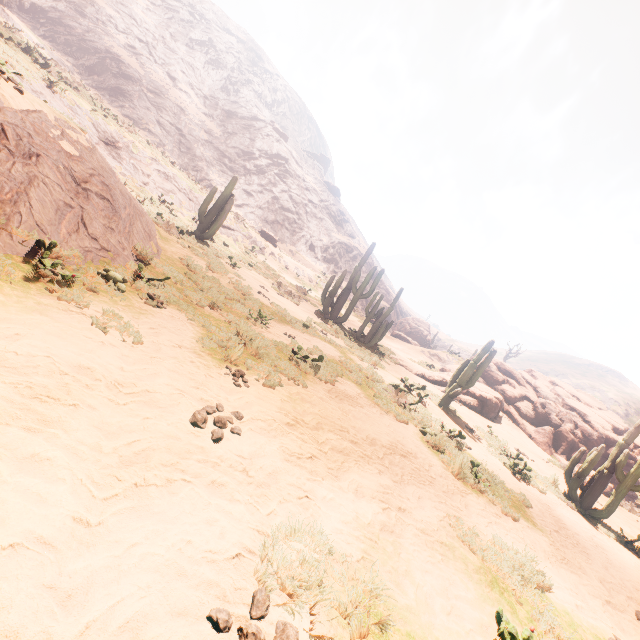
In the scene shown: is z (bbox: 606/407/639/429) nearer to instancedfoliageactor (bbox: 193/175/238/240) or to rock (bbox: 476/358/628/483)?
rock (bbox: 476/358/628/483)

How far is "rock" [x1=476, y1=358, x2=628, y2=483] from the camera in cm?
1945

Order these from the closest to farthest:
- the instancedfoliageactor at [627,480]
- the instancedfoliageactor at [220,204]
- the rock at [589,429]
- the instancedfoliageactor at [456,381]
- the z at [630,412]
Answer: the instancedfoliageactor at [627,480], the instancedfoliageactor at [456,381], the instancedfoliageactor at [220,204], the rock at [589,429], the z at [630,412]

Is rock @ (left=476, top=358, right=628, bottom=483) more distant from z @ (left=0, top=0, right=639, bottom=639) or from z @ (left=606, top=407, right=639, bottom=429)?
z @ (left=606, top=407, right=639, bottom=429)

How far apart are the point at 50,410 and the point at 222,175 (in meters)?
50.04

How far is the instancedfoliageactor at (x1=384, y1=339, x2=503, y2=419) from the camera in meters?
→ 13.2 m

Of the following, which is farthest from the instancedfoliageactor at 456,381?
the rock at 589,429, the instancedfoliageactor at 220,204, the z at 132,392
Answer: the z at 132,392

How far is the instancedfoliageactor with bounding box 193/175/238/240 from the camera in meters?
17.3
